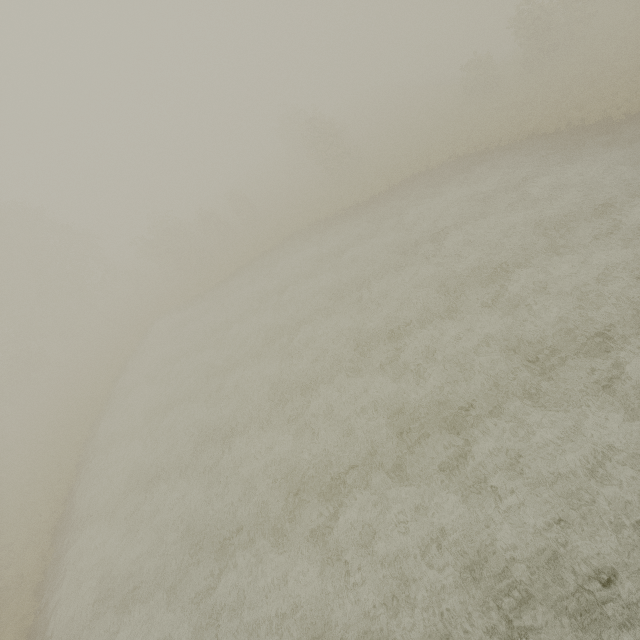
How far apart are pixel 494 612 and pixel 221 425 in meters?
13.9
